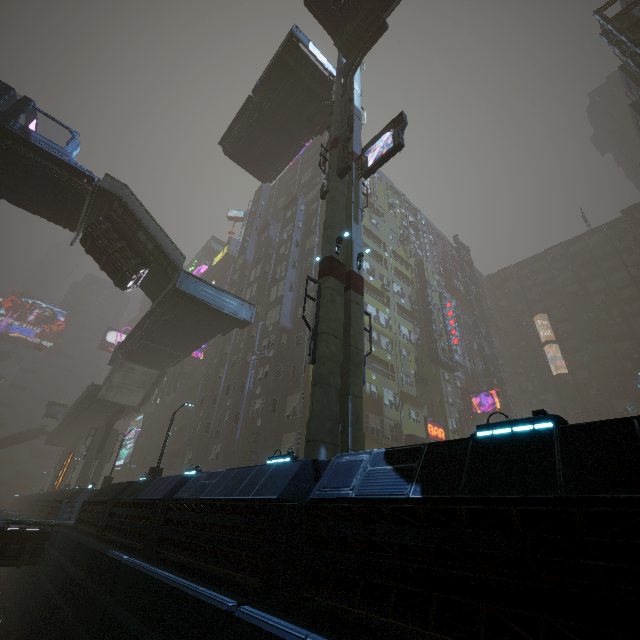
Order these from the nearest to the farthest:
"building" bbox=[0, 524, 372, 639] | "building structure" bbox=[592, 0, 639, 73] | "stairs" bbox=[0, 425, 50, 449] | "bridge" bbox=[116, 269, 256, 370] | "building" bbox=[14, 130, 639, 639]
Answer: "building" bbox=[14, 130, 639, 639]
"building" bbox=[0, 524, 372, 639]
"bridge" bbox=[116, 269, 256, 370]
"building structure" bbox=[592, 0, 639, 73]
"stairs" bbox=[0, 425, 50, 449]

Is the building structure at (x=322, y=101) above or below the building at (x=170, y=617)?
above

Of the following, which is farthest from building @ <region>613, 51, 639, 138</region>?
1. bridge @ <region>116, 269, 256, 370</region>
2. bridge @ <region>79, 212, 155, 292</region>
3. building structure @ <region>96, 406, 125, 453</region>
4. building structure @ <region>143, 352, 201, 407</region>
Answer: bridge @ <region>79, 212, 155, 292</region>

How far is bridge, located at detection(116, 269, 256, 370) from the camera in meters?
22.4

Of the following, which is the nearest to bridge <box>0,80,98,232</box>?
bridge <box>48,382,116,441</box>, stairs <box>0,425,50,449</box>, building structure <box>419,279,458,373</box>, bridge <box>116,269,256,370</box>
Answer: bridge <box>116,269,256,370</box>

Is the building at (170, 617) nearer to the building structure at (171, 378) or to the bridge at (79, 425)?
the building structure at (171, 378)

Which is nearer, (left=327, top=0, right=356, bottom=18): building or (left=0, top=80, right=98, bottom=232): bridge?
(left=0, top=80, right=98, bottom=232): bridge

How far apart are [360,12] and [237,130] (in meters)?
12.74
